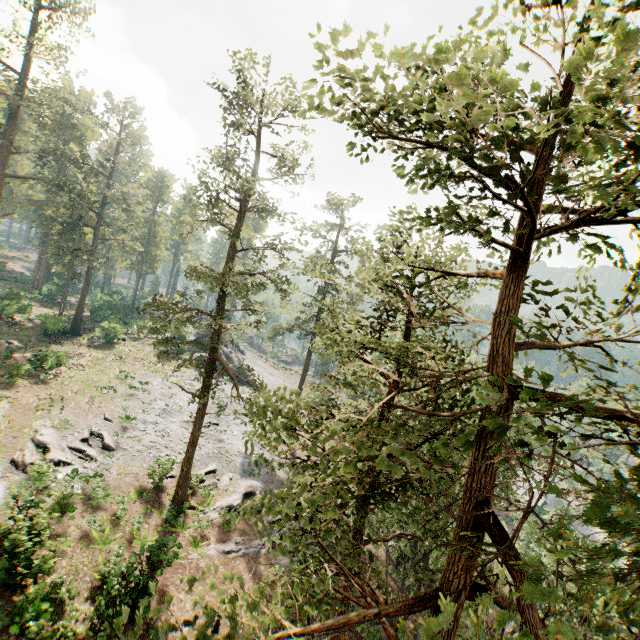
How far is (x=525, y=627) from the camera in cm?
169

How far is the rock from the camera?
48.5m

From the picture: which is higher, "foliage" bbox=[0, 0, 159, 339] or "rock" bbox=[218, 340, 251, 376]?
"foliage" bbox=[0, 0, 159, 339]

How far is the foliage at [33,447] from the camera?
19.7 meters

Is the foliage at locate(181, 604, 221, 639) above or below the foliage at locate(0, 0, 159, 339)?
below

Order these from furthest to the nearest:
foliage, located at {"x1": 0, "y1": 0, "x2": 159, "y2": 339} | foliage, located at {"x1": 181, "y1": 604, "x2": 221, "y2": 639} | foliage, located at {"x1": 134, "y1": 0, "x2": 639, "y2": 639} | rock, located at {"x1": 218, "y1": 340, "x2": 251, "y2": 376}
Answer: rock, located at {"x1": 218, "y1": 340, "x2": 251, "y2": 376}, foliage, located at {"x1": 0, "y1": 0, "x2": 159, "y2": 339}, foliage, located at {"x1": 181, "y1": 604, "x2": 221, "y2": 639}, foliage, located at {"x1": 134, "y1": 0, "x2": 639, "y2": 639}

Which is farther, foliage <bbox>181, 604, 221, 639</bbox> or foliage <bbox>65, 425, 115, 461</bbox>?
foliage <bbox>65, 425, 115, 461</bbox>
